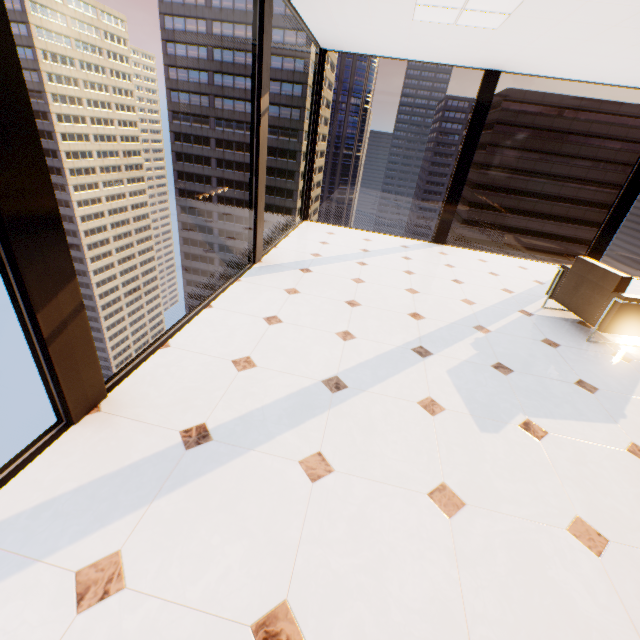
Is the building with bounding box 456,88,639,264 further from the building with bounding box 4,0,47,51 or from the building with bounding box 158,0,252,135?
the building with bounding box 4,0,47,51

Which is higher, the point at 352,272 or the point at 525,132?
the point at 525,132

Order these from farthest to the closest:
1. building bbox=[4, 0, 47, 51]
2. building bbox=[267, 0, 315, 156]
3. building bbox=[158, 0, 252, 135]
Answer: building bbox=[4, 0, 47, 51]
building bbox=[158, 0, 252, 135]
building bbox=[267, 0, 315, 156]

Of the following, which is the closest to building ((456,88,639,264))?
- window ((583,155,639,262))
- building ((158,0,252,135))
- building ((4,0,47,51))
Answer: building ((158,0,252,135))

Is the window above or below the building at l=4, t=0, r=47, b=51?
below

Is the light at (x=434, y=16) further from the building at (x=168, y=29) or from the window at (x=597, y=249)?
the building at (x=168, y=29)

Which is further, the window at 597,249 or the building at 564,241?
the building at 564,241

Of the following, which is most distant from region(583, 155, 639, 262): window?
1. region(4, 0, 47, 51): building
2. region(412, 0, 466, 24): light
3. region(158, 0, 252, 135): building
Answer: region(4, 0, 47, 51): building
